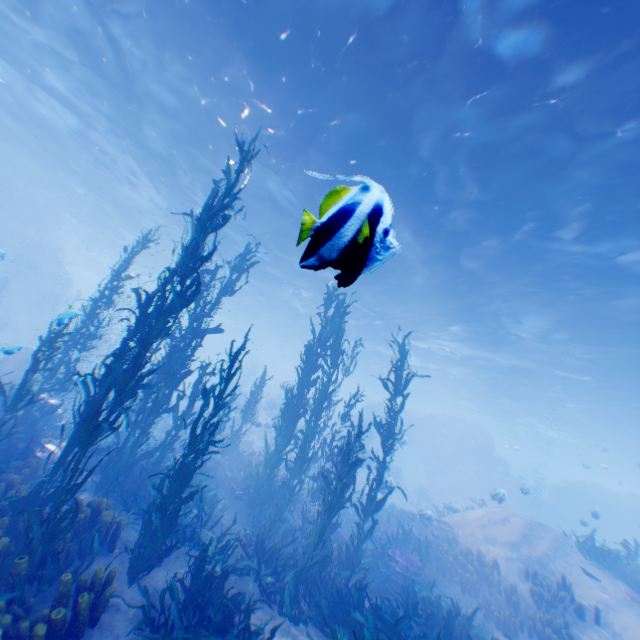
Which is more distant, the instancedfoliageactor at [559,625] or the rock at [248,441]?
the rock at [248,441]

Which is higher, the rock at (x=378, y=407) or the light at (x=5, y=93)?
the light at (x=5, y=93)

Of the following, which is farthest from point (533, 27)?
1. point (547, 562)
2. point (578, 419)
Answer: point (578, 419)

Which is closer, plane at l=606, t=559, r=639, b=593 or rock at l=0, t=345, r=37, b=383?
rock at l=0, t=345, r=37, b=383

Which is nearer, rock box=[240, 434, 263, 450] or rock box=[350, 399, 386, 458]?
rock box=[240, 434, 263, 450]

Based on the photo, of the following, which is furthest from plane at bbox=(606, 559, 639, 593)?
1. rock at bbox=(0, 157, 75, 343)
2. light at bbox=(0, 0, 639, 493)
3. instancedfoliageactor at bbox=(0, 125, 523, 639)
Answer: instancedfoliageactor at bbox=(0, 125, 523, 639)

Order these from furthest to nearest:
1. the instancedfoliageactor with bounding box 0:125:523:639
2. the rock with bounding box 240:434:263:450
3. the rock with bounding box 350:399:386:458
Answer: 1. the rock with bounding box 350:399:386:458
2. the rock with bounding box 240:434:263:450
3. the instancedfoliageactor with bounding box 0:125:523:639
